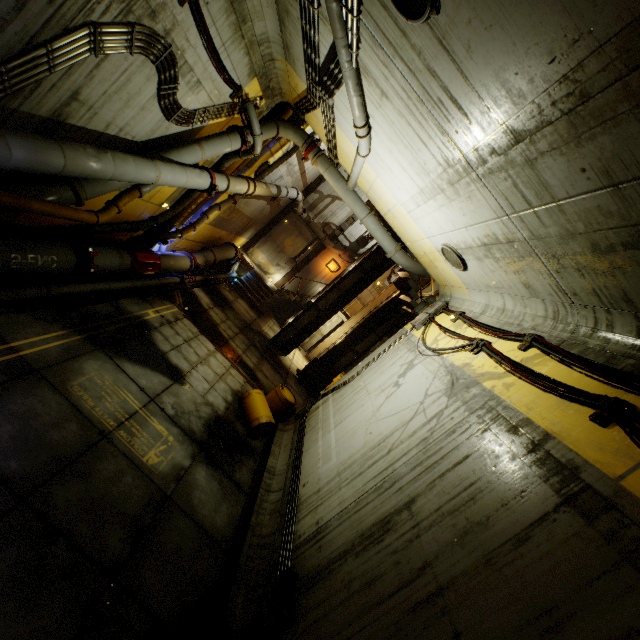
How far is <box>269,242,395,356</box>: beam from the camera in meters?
16.1

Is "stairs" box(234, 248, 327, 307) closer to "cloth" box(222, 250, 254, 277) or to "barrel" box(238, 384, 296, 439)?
"cloth" box(222, 250, 254, 277)

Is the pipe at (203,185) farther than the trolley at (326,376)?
No

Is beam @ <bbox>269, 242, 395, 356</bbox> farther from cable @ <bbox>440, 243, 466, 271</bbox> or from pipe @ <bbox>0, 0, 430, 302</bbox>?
cable @ <bbox>440, 243, 466, 271</bbox>

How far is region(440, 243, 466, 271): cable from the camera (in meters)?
7.36

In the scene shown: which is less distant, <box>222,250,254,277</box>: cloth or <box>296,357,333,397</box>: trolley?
<box>296,357,333,397</box>: trolley

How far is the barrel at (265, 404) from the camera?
8.7 meters

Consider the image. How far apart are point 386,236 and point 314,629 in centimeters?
984cm
